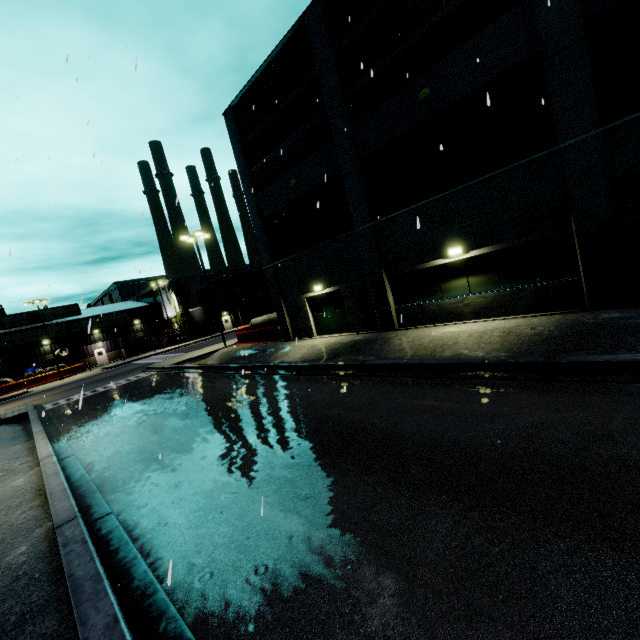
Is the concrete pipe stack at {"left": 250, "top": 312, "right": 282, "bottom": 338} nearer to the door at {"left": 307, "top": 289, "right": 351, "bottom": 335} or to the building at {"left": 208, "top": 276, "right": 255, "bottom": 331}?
the building at {"left": 208, "top": 276, "right": 255, "bottom": 331}

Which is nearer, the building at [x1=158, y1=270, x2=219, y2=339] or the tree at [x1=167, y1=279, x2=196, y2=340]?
the tree at [x1=167, y1=279, x2=196, y2=340]

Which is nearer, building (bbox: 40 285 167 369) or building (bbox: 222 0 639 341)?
building (bbox: 222 0 639 341)

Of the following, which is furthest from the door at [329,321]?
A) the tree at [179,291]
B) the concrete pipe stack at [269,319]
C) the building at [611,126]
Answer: the tree at [179,291]

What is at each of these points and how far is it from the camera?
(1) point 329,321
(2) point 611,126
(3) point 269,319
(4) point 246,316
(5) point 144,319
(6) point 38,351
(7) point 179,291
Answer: (1) door, 18.69m
(2) building, 8.73m
(3) concrete pipe stack, 24.56m
(4) building, 58.16m
(5) building, 54.88m
(6) building, 45.16m
(7) tree, 49.88m

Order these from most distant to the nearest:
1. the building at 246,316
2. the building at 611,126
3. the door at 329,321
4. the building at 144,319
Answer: the building at 246,316 < the building at 144,319 < the door at 329,321 < the building at 611,126

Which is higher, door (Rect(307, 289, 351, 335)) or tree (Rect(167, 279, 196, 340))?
tree (Rect(167, 279, 196, 340))
